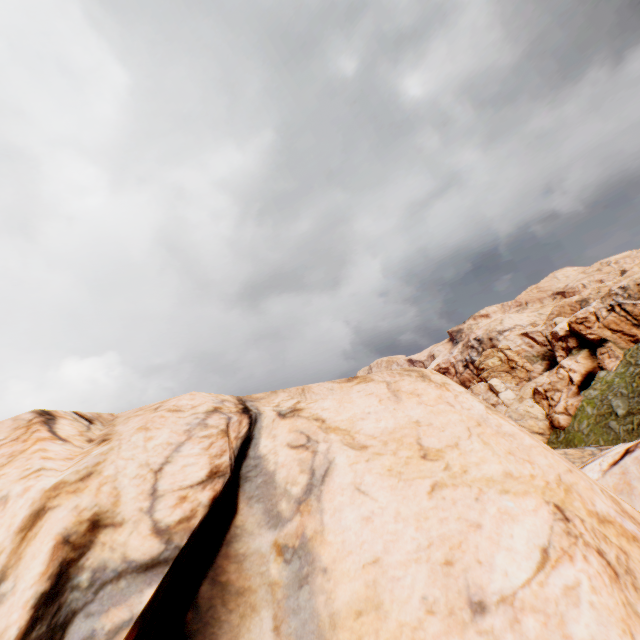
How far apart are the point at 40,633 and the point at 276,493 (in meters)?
3.50
